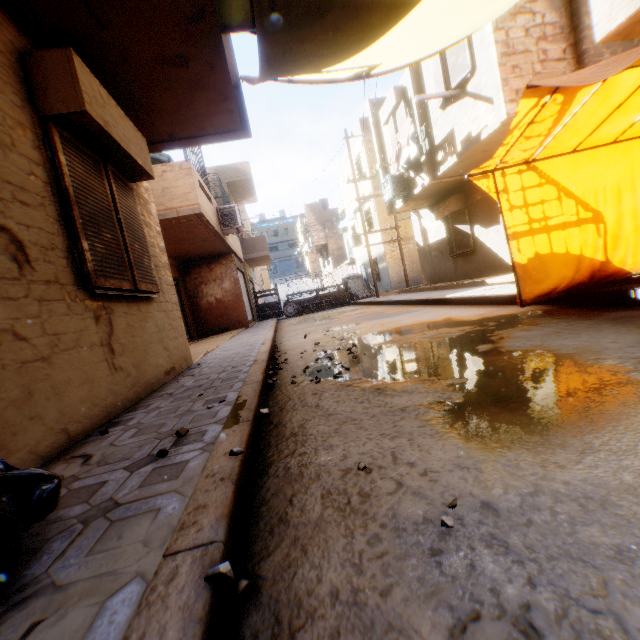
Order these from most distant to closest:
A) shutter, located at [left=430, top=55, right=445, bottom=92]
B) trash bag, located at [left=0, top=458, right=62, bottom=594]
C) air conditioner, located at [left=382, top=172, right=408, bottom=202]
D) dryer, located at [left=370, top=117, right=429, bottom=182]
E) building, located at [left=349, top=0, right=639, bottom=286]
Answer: air conditioner, located at [left=382, top=172, right=408, bottom=202] → dryer, located at [left=370, top=117, right=429, bottom=182] → shutter, located at [left=430, top=55, right=445, bottom=92] → building, located at [left=349, top=0, right=639, bottom=286] → trash bag, located at [left=0, top=458, right=62, bottom=594]

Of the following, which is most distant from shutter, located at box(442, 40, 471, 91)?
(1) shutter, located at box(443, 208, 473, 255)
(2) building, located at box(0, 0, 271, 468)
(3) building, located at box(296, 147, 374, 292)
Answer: (3) building, located at box(296, 147, 374, 292)

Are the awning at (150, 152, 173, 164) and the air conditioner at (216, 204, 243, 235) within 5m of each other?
yes

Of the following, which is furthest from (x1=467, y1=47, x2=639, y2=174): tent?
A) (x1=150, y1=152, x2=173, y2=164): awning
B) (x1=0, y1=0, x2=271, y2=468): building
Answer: (x1=150, y1=152, x2=173, y2=164): awning

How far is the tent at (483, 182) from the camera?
4.73m

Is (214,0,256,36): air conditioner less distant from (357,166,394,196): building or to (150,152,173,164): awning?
(357,166,394,196): building

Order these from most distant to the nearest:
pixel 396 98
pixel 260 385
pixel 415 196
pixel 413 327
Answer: pixel 415 196
pixel 396 98
pixel 413 327
pixel 260 385

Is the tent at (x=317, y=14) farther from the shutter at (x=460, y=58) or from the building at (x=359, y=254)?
the building at (x=359, y=254)
